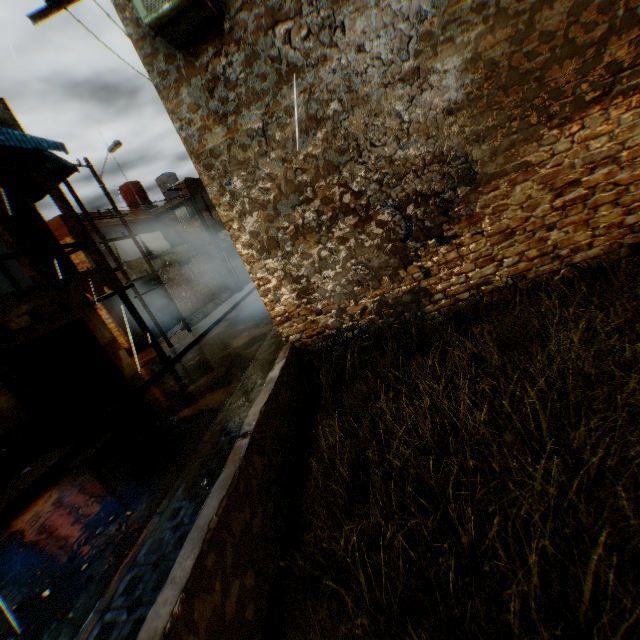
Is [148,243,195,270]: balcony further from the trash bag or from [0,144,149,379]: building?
the trash bag

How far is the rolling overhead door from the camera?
19.92m

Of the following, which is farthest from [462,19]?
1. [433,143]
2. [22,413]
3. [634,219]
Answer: [22,413]

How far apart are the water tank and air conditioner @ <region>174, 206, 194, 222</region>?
4.84m

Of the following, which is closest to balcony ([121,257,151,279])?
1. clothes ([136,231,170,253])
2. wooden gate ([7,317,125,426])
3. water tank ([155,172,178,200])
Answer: A: clothes ([136,231,170,253])

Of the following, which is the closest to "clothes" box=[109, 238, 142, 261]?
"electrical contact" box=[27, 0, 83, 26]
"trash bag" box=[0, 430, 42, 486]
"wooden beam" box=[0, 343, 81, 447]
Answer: "wooden beam" box=[0, 343, 81, 447]

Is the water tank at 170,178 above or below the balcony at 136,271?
above

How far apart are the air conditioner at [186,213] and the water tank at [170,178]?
4.8m
